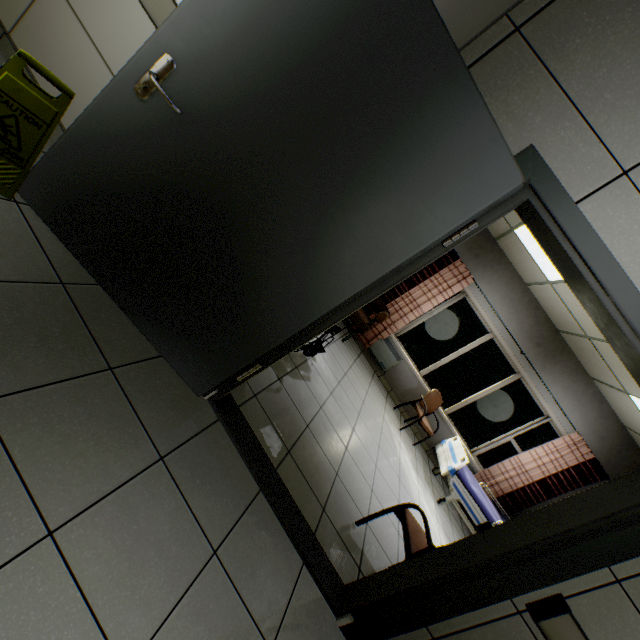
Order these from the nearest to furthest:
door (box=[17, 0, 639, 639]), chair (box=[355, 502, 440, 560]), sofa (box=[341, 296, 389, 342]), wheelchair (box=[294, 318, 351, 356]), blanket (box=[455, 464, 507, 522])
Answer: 1. door (box=[17, 0, 639, 639])
2. chair (box=[355, 502, 440, 560])
3. wheelchair (box=[294, 318, 351, 356])
4. blanket (box=[455, 464, 507, 522])
5. sofa (box=[341, 296, 389, 342])

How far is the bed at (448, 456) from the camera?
5.00m

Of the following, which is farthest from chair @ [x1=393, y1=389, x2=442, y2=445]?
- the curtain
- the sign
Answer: the sign

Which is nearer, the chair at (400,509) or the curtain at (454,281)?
the chair at (400,509)

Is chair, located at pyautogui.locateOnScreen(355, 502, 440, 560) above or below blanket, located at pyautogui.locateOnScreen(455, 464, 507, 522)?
below

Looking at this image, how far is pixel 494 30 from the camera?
1.5 meters

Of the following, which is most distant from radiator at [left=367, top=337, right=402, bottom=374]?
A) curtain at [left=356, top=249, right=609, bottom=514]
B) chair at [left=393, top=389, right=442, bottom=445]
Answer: chair at [left=393, top=389, right=442, bottom=445]

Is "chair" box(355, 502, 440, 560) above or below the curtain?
below
